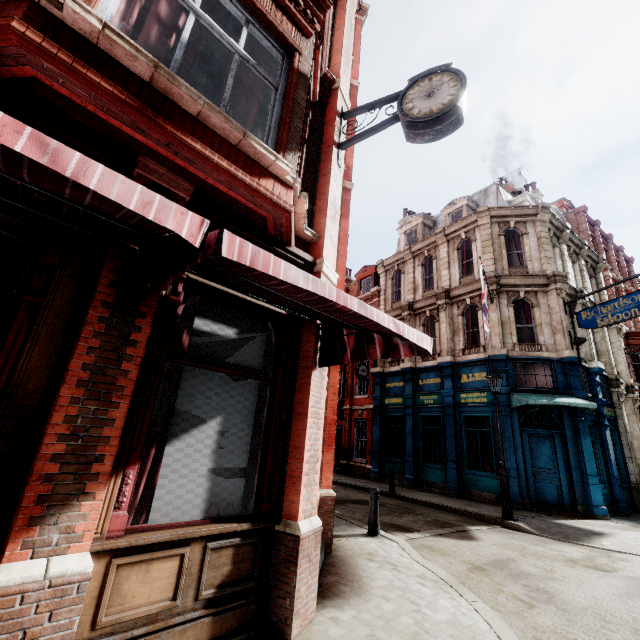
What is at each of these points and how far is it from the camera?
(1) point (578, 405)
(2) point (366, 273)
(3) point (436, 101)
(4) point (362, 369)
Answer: (1) awning, 11.6m
(2) roof window, 25.5m
(3) clock, 5.2m
(4) clock, 19.5m

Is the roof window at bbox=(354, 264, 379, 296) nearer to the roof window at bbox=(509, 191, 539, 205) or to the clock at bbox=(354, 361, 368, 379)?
the clock at bbox=(354, 361, 368, 379)

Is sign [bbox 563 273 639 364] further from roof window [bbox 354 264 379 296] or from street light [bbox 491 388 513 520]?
roof window [bbox 354 264 379 296]

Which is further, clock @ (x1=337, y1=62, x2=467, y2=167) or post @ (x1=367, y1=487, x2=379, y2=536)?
post @ (x1=367, y1=487, x2=379, y2=536)

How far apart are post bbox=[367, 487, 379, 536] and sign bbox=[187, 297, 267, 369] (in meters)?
5.11

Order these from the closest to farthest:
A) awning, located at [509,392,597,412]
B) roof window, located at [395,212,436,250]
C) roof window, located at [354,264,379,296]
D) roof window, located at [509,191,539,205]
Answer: awning, located at [509,392,597,412]
roof window, located at [509,191,539,205]
roof window, located at [395,212,436,250]
roof window, located at [354,264,379,296]

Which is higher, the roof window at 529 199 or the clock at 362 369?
the roof window at 529 199

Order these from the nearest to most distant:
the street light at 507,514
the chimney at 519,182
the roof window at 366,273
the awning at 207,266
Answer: the awning at 207,266
the street light at 507,514
the roof window at 366,273
the chimney at 519,182
